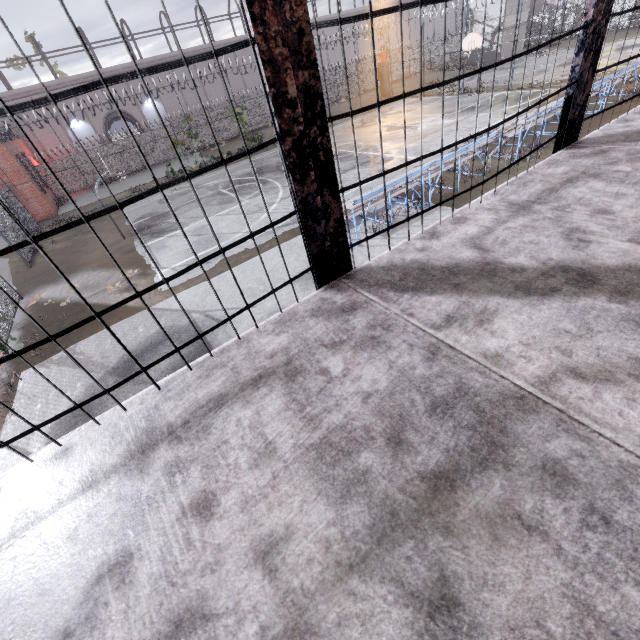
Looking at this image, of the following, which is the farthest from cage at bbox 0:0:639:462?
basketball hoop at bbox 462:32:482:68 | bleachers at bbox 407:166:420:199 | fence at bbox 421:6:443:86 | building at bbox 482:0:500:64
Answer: building at bbox 482:0:500:64

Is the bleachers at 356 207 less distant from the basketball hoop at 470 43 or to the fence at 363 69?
the fence at 363 69

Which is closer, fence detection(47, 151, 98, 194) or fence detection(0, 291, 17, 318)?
fence detection(0, 291, 17, 318)

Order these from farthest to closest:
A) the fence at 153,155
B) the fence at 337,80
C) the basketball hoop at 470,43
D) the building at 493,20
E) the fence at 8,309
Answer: the fence at 337,80 < the building at 493,20 < the fence at 153,155 < the basketball hoop at 470,43 < the fence at 8,309

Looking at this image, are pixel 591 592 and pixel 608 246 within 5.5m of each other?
yes

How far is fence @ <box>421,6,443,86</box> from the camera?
25.7 meters

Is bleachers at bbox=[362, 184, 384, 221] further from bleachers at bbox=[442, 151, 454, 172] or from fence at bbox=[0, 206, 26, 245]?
fence at bbox=[0, 206, 26, 245]
